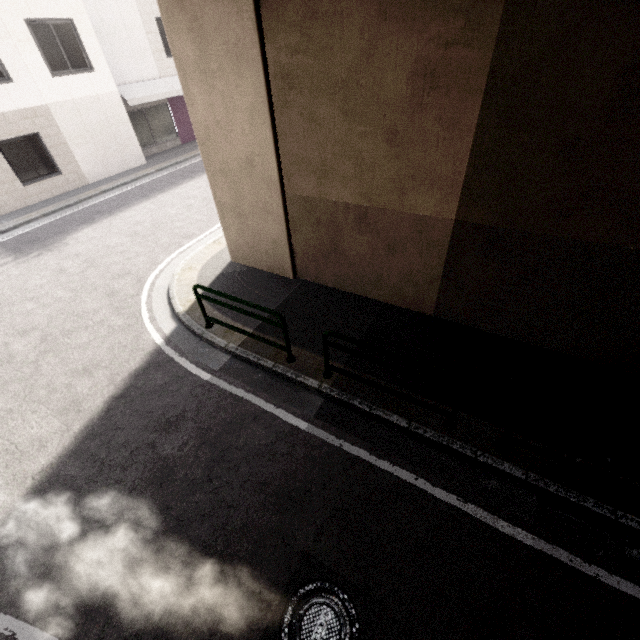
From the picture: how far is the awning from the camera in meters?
14.5

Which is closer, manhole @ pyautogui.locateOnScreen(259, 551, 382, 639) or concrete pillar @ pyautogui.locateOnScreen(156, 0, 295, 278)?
manhole @ pyautogui.locateOnScreen(259, 551, 382, 639)

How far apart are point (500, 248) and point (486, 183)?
1.0m

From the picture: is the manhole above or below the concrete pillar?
below

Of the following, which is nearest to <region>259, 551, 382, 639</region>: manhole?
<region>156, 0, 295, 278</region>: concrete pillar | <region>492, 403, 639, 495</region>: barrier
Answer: <region>492, 403, 639, 495</region>: barrier

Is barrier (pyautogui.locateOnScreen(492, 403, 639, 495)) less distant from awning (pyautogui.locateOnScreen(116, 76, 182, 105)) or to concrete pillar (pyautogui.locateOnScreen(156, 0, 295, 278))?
concrete pillar (pyautogui.locateOnScreen(156, 0, 295, 278))

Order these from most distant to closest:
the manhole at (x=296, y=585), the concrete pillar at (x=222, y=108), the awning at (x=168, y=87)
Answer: the awning at (x=168, y=87) → the concrete pillar at (x=222, y=108) → the manhole at (x=296, y=585)

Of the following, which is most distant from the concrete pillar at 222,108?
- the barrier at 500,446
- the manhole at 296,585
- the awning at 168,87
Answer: the awning at 168,87
